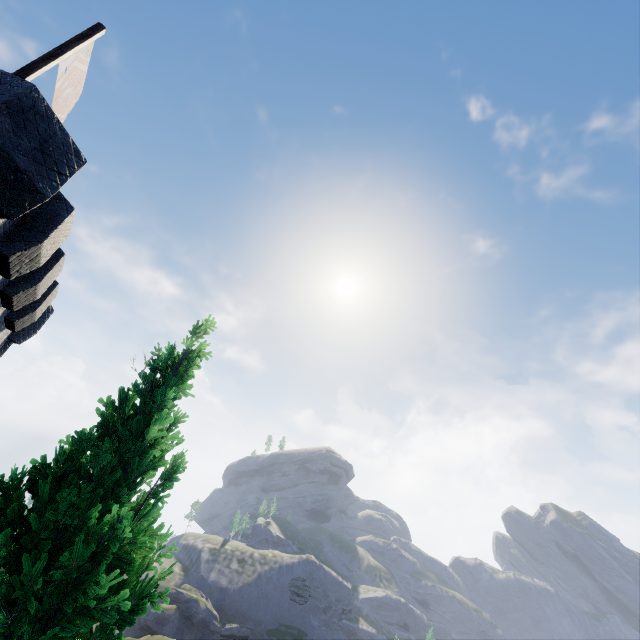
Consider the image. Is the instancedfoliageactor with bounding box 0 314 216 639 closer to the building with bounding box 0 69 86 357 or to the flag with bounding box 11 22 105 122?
the building with bounding box 0 69 86 357

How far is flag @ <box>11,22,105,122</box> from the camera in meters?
6.9 m

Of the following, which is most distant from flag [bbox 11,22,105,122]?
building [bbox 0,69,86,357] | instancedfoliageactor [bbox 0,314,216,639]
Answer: instancedfoliageactor [bbox 0,314,216,639]

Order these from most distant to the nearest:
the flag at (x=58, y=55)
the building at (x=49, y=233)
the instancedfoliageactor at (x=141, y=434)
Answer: the flag at (x=58, y=55)
the building at (x=49, y=233)
the instancedfoliageactor at (x=141, y=434)

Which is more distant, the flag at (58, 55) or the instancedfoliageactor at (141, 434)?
the flag at (58, 55)

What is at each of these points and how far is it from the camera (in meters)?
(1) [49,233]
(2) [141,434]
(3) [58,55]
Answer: (1) building, 7.12
(2) instancedfoliageactor, 3.84
(3) flag, 7.20

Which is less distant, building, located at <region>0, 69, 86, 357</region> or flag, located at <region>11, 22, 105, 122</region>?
building, located at <region>0, 69, 86, 357</region>

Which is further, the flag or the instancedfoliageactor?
the flag
